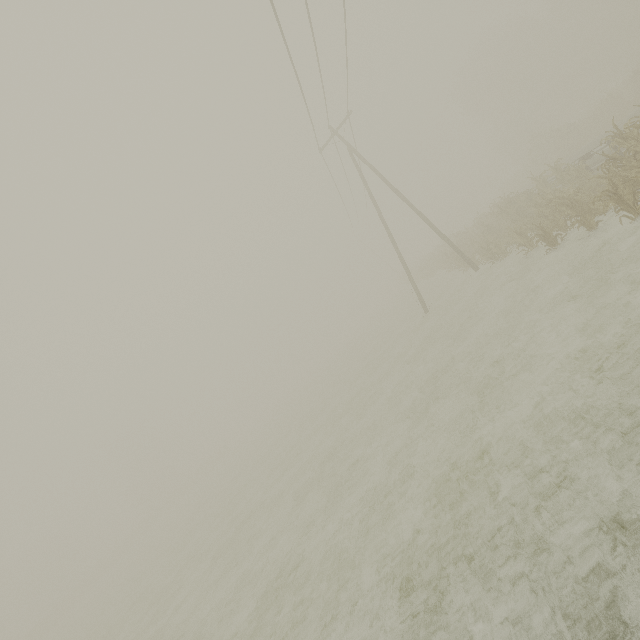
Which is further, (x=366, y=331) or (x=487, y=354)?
(x=366, y=331)

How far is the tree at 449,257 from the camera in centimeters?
2178cm

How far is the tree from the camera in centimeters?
2178cm
